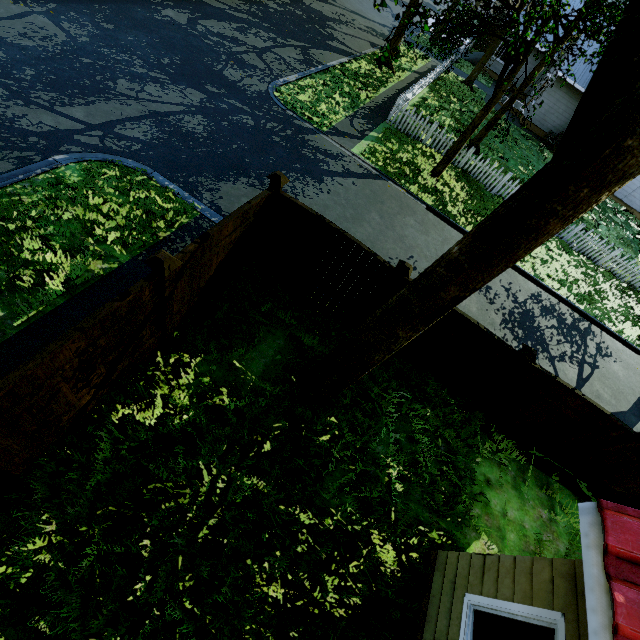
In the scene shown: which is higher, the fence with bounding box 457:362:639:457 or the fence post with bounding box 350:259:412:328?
the fence post with bounding box 350:259:412:328

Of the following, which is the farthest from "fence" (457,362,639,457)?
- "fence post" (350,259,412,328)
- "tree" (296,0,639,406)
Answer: "tree" (296,0,639,406)

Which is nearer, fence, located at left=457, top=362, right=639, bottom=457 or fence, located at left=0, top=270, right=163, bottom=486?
fence, located at left=0, top=270, right=163, bottom=486

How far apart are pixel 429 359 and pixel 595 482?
4.9m

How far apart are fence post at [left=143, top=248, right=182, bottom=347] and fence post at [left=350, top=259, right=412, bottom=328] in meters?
3.7

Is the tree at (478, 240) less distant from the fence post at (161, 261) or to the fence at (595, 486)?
the fence at (595, 486)

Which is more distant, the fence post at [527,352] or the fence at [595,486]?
the fence at [595,486]

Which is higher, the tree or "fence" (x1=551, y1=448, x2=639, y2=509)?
the tree
